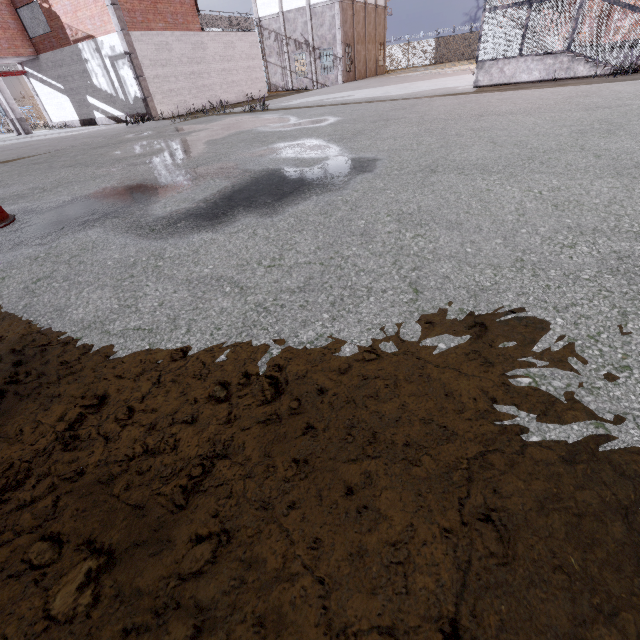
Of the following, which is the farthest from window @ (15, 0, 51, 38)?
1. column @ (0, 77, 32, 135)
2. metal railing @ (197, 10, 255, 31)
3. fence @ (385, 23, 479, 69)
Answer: metal railing @ (197, 10, 255, 31)

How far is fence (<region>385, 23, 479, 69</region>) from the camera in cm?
4128

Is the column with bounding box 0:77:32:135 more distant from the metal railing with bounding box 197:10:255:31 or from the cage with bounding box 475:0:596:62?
the metal railing with bounding box 197:10:255:31

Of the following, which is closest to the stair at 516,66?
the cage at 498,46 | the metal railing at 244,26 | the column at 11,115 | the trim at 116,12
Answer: the cage at 498,46

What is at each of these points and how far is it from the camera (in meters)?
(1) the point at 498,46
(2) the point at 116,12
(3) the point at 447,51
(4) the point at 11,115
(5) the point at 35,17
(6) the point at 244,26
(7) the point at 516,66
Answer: (1) cage, 12.14
(2) trim, 16.73
(3) fence, 42.69
(4) column, 21.53
(5) window, 19.53
(6) metal railing, 24.06
(7) stair, 12.22

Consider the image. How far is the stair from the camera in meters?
11.4

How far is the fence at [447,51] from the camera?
41.3 meters

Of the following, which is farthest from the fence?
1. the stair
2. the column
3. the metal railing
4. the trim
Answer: the stair
